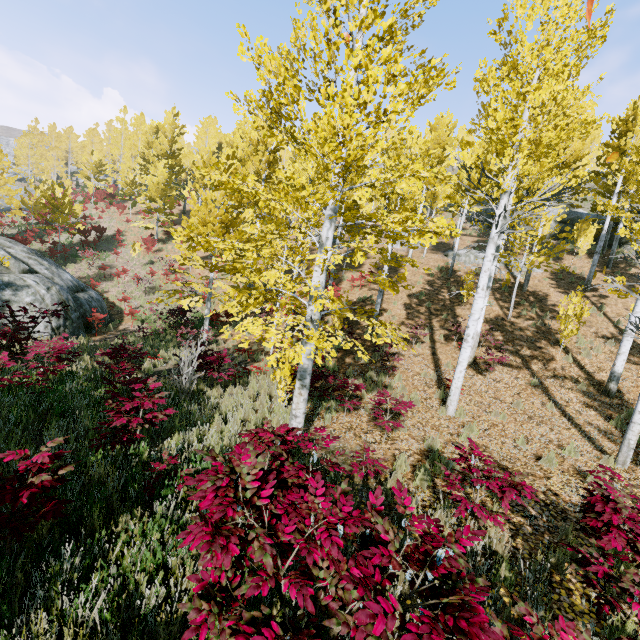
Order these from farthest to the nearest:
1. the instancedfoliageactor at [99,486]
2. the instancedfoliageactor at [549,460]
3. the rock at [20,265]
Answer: the rock at [20,265] < the instancedfoliageactor at [549,460] < the instancedfoliageactor at [99,486]

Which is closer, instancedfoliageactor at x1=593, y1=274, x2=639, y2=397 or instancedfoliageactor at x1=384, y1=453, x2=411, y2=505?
instancedfoliageactor at x1=384, y1=453, x2=411, y2=505

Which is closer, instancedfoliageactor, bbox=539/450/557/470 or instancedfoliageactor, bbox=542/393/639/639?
instancedfoliageactor, bbox=542/393/639/639

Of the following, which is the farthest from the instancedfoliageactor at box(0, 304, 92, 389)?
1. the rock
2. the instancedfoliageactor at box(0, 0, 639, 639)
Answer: the rock

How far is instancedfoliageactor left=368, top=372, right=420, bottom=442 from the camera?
6.64m

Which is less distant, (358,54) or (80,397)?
(358,54)

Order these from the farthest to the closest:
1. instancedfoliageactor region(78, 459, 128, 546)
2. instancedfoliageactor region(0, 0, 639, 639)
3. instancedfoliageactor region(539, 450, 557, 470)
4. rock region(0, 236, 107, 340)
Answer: rock region(0, 236, 107, 340) → instancedfoliageactor region(539, 450, 557, 470) → instancedfoliageactor region(78, 459, 128, 546) → instancedfoliageactor region(0, 0, 639, 639)

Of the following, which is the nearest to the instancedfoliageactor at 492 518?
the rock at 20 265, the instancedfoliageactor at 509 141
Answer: the instancedfoliageactor at 509 141
